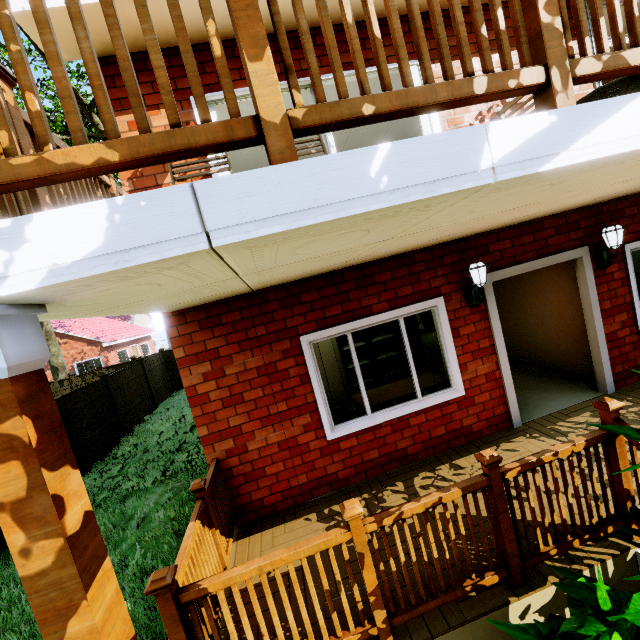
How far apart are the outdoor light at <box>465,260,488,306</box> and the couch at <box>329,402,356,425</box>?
2.22m

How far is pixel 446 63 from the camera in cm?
116

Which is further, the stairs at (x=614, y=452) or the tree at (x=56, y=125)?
the tree at (x=56, y=125)

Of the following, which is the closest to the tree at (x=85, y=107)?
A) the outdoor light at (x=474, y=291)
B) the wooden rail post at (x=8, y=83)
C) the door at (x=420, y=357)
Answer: the wooden rail post at (x=8, y=83)

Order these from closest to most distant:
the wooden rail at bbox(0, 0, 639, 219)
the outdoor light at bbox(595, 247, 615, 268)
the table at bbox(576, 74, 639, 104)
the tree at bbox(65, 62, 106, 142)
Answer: the wooden rail at bbox(0, 0, 639, 219)
the table at bbox(576, 74, 639, 104)
the outdoor light at bbox(595, 247, 615, 268)
the tree at bbox(65, 62, 106, 142)

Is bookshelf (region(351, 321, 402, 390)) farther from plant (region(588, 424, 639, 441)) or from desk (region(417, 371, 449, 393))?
plant (region(588, 424, 639, 441))

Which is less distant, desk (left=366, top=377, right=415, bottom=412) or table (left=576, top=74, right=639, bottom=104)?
table (left=576, top=74, right=639, bottom=104)

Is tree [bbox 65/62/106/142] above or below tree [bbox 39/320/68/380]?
above
